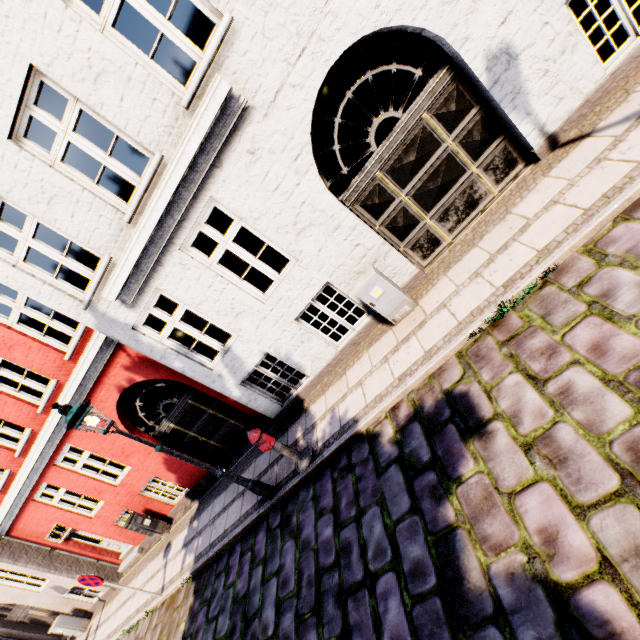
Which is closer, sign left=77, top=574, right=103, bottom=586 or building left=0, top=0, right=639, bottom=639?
building left=0, top=0, right=639, bottom=639

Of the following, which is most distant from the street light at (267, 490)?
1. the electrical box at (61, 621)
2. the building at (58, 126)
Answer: the electrical box at (61, 621)

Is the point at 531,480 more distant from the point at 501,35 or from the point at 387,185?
the point at 501,35

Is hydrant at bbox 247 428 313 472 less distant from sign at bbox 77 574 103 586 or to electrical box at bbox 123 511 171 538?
sign at bbox 77 574 103 586

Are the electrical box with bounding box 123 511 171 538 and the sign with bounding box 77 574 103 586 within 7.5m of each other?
yes

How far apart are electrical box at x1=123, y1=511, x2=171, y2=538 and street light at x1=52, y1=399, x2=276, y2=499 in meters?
6.0 m

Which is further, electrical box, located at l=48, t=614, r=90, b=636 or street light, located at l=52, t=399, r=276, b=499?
electrical box, located at l=48, t=614, r=90, b=636

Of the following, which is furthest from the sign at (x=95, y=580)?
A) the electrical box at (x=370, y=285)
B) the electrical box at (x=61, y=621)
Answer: the electrical box at (x=370, y=285)
